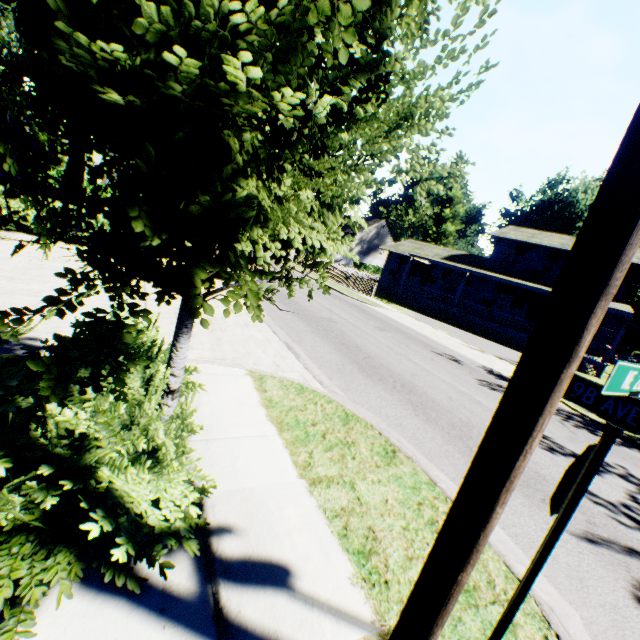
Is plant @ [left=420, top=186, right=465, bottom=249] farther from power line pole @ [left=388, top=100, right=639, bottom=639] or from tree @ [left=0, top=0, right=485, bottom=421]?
power line pole @ [left=388, top=100, right=639, bottom=639]

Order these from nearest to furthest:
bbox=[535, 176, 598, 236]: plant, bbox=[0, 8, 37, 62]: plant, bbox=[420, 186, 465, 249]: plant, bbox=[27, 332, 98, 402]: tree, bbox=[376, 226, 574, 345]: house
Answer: bbox=[27, 332, 98, 402]: tree, bbox=[0, 8, 37, 62]: plant, bbox=[376, 226, 574, 345]: house, bbox=[420, 186, 465, 249]: plant, bbox=[535, 176, 598, 236]: plant

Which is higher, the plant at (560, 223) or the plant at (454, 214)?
the plant at (560, 223)

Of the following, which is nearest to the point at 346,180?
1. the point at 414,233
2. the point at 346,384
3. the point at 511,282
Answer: the point at 346,384

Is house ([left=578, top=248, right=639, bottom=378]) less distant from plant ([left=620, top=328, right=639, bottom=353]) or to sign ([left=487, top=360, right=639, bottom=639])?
plant ([left=620, top=328, right=639, bottom=353])

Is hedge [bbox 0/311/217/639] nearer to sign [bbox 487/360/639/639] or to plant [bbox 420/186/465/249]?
sign [bbox 487/360/639/639]

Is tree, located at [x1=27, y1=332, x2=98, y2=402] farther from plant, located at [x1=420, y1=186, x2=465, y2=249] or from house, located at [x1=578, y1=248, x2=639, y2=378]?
house, located at [x1=578, y1=248, x2=639, y2=378]

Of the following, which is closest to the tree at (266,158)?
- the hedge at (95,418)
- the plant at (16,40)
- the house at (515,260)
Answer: the hedge at (95,418)
